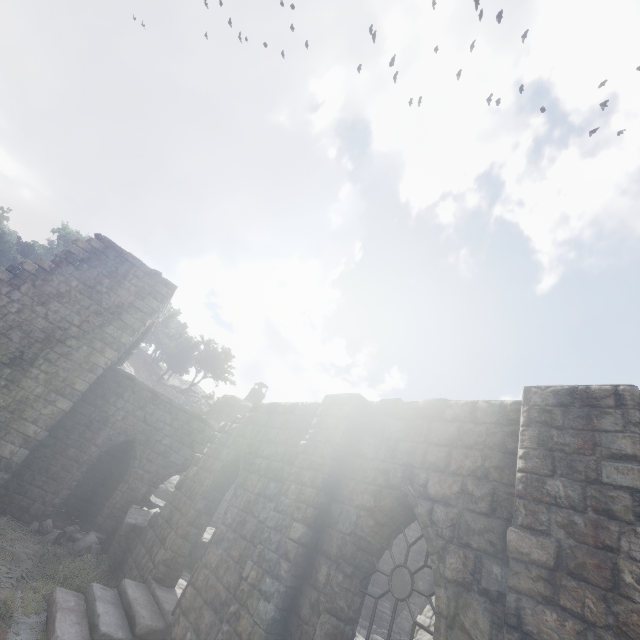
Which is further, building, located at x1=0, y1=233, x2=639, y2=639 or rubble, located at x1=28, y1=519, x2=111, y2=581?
rubble, located at x1=28, y1=519, x2=111, y2=581

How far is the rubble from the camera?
10.4m

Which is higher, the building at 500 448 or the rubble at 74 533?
the building at 500 448

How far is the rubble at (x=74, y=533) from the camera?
10.44m

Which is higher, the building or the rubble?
the building

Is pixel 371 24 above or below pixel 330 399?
above
